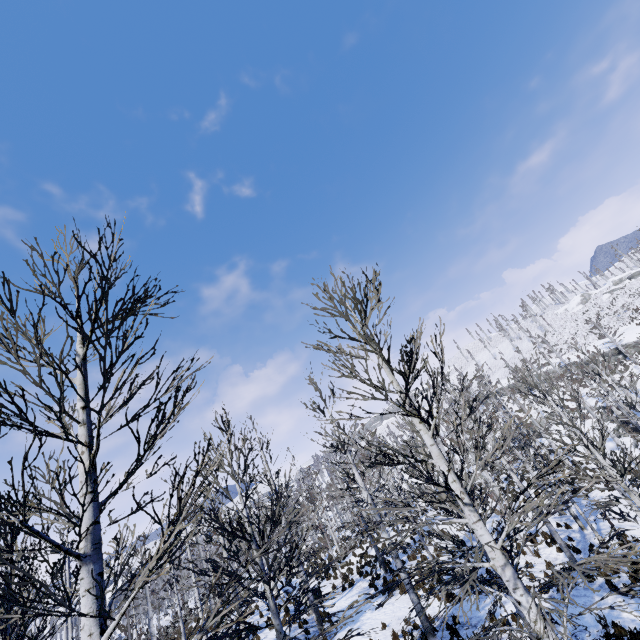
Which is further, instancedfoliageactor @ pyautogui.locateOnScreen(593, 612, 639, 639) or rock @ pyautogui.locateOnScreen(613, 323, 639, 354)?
rock @ pyautogui.locateOnScreen(613, 323, 639, 354)

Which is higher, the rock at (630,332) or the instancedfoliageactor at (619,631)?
A: the rock at (630,332)

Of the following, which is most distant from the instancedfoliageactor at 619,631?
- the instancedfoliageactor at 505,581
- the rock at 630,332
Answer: the rock at 630,332

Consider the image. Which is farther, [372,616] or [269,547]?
[372,616]

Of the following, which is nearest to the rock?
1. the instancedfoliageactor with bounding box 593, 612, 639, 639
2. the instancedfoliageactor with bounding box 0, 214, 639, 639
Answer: the instancedfoliageactor with bounding box 593, 612, 639, 639

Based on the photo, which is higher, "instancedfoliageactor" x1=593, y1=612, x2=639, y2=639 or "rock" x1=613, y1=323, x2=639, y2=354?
"rock" x1=613, y1=323, x2=639, y2=354

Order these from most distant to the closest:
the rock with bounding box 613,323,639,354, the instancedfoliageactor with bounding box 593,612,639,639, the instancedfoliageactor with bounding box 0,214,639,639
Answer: the rock with bounding box 613,323,639,354 → the instancedfoliageactor with bounding box 593,612,639,639 → the instancedfoliageactor with bounding box 0,214,639,639

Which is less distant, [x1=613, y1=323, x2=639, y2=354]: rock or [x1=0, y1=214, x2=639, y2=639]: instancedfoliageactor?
[x1=0, y1=214, x2=639, y2=639]: instancedfoliageactor
